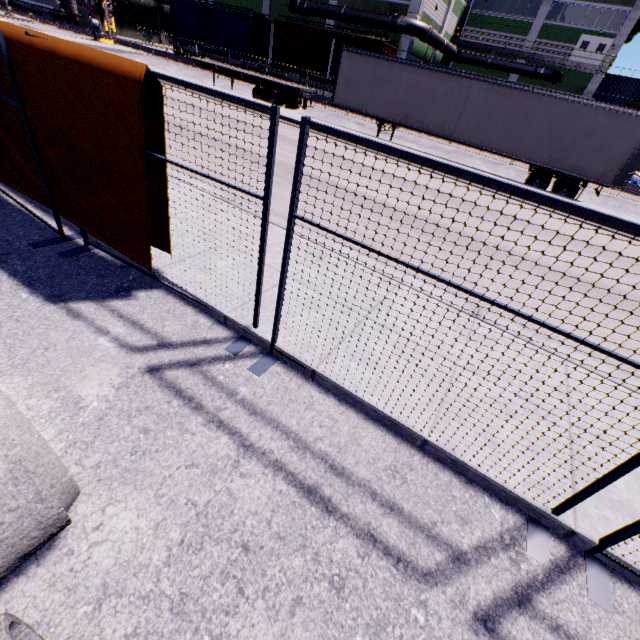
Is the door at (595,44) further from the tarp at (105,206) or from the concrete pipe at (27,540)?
the concrete pipe at (27,540)

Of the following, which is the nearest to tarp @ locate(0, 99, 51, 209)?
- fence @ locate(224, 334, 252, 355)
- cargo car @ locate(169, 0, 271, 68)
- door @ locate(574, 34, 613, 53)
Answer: fence @ locate(224, 334, 252, 355)

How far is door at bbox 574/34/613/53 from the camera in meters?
32.8 m

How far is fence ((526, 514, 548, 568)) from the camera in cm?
244

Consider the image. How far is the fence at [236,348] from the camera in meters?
3.5

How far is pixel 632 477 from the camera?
3.0 meters

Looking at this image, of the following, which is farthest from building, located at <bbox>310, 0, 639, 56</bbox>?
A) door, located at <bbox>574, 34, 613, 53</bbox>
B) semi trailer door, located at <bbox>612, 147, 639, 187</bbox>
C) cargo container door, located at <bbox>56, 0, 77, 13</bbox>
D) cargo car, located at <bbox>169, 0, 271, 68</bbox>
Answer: semi trailer door, located at <bbox>612, 147, 639, 187</bbox>

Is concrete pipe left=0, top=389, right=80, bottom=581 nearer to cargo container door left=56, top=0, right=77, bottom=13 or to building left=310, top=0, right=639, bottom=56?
building left=310, top=0, right=639, bottom=56
